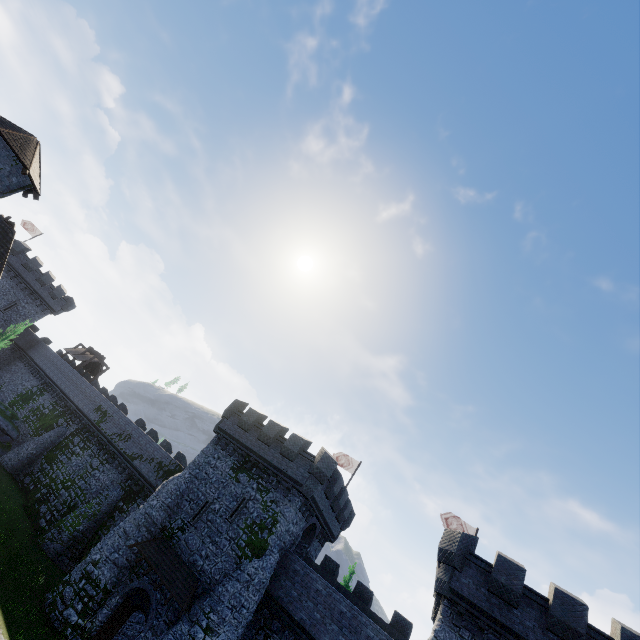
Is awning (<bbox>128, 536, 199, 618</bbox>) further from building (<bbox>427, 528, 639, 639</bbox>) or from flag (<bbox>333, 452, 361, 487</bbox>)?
flag (<bbox>333, 452, 361, 487</bbox>)

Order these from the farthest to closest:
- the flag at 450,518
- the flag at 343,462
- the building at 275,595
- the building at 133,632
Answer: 1. the flag at 343,462
2. the flag at 450,518
3. the building at 275,595
4. the building at 133,632

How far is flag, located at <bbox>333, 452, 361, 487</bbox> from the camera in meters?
32.1

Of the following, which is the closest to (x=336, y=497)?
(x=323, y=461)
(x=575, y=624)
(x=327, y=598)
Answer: (x=323, y=461)

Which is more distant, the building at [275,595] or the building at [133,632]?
the building at [275,595]

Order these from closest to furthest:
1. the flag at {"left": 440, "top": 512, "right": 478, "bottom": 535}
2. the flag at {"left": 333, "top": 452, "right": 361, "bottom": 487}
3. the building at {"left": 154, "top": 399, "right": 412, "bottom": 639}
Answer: the building at {"left": 154, "top": 399, "right": 412, "bottom": 639} < the flag at {"left": 440, "top": 512, "right": 478, "bottom": 535} < the flag at {"left": 333, "top": 452, "right": 361, "bottom": 487}

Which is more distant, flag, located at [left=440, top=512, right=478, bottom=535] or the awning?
flag, located at [left=440, top=512, right=478, bottom=535]

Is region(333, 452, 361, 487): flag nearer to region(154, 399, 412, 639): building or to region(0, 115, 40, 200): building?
region(154, 399, 412, 639): building
